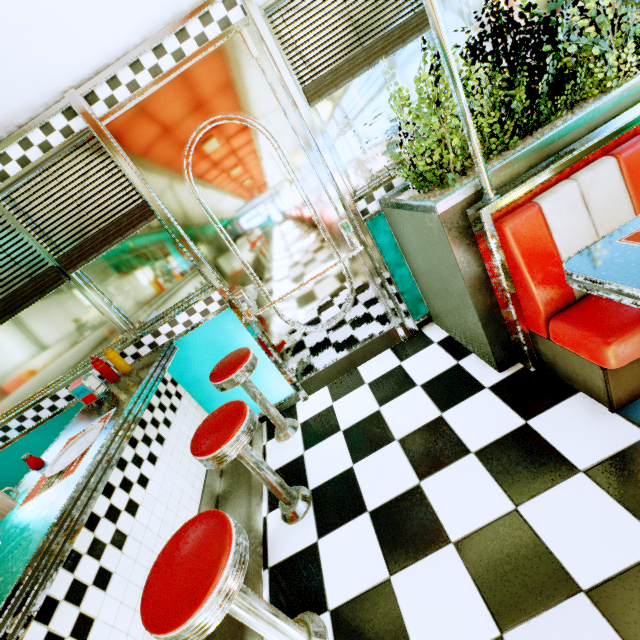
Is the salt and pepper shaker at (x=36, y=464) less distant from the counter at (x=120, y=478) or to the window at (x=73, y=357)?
the counter at (x=120, y=478)

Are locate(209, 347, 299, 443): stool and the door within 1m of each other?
yes

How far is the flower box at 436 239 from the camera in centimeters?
165cm

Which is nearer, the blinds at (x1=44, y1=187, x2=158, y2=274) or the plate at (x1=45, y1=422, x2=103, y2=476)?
the plate at (x1=45, y1=422, x2=103, y2=476)

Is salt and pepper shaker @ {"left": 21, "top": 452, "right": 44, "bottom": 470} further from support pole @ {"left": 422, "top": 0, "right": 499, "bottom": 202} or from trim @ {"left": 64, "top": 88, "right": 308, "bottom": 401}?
support pole @ {"left": 422, "top": 0, "right": 499, "bottom": 202}

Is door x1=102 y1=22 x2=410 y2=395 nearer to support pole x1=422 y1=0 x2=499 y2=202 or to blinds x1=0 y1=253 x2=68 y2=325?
blinds x1=0 y1=253 x2=68 y2=325

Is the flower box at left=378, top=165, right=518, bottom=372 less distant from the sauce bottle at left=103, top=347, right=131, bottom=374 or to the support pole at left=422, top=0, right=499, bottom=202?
the support pole at left=422, top=0, right=499, bottom=202

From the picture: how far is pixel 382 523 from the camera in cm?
171
